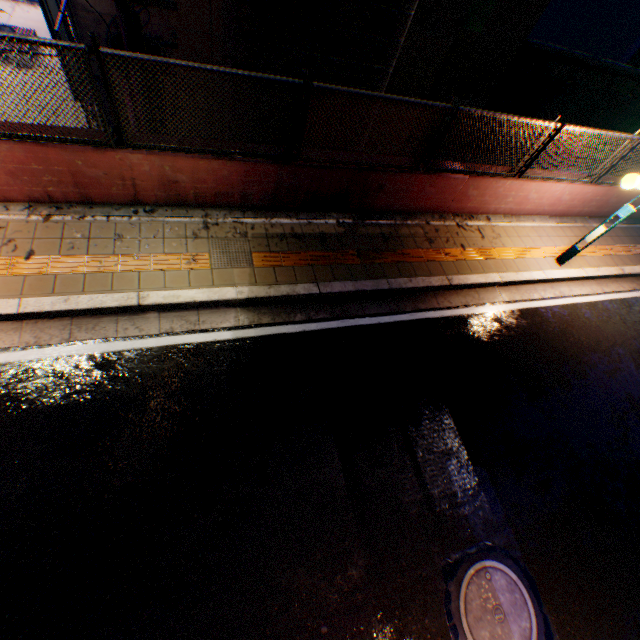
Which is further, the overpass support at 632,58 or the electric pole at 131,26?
the overpass support at 632,58

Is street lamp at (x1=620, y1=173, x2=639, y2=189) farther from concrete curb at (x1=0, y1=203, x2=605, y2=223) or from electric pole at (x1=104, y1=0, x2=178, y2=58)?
electric pole at (x1=104, y1=0, x2=178, y2=58)

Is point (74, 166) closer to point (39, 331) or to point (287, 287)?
point (39, 331)

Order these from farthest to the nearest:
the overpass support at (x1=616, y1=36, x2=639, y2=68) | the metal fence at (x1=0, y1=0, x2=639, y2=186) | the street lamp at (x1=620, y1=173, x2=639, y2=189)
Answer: the overpass support at (x1=616, y1=36, x2=639, y2=68), the street lamp at (x1=620, y1=173, x2=639, y2=189), the metal fence at (x1=0, y1=0, x2=639, y2=186)

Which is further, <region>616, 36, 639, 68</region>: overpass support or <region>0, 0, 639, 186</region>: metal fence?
<region>616, 36, 639, 68</region>: overpass support

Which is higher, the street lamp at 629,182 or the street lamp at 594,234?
the street lamp at 629,182

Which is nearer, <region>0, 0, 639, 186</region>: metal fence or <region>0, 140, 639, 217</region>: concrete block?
<region>0, 0, 639, 186</region>: metal fence

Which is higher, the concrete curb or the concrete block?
the concrete block
